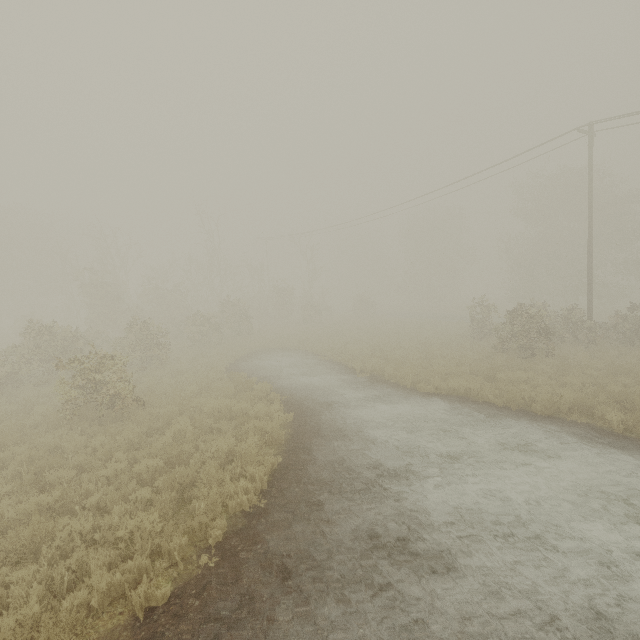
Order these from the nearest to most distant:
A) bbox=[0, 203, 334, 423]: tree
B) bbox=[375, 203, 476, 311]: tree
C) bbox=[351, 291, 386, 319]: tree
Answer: bbox=[0, 203, 334, 423]: tree < bbox=[351, 291, 386, 319]: tree < bbox=[375, 203, 476, 311]: tree

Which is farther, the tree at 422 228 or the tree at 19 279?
the tree at 422 228

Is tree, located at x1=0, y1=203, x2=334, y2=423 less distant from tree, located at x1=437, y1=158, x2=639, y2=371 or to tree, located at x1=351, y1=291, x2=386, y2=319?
tree, located at x1=351, y1=291, x2=386, y2=319

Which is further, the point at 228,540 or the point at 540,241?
the point at 540,241

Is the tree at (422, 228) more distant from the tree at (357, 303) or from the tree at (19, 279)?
the tree at (19, 279)
